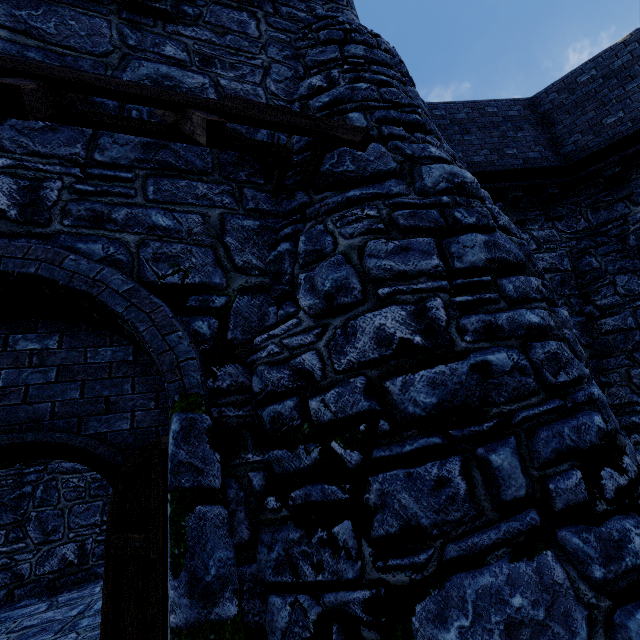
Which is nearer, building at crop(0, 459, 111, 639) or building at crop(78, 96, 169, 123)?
building at crop(78, 96, 169, 123)

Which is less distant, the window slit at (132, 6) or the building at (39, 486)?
the window slit at (132, 6)

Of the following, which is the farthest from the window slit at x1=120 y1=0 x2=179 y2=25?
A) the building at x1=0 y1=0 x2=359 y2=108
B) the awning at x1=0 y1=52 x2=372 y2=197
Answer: the awning at x1=0 y1=52 x2=372 y2=197

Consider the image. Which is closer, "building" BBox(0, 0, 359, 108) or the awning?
the awning

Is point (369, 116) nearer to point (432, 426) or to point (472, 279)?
point (472, 279)

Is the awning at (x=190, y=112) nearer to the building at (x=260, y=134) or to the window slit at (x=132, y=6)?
the building at (x=260, y=134)
